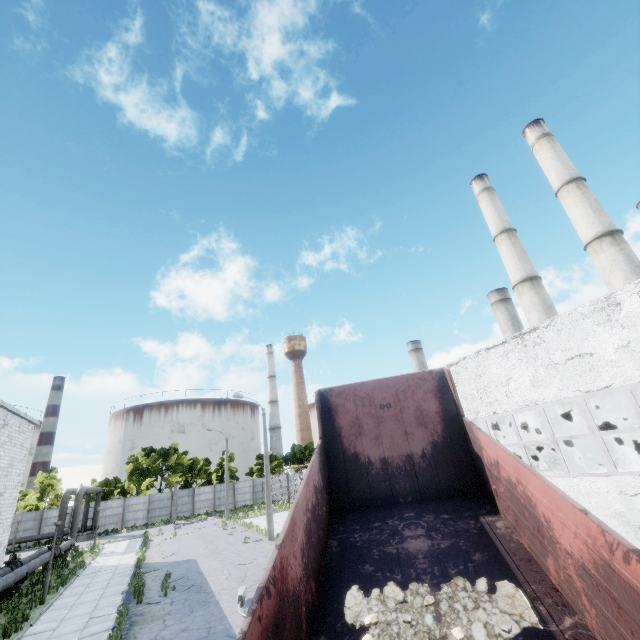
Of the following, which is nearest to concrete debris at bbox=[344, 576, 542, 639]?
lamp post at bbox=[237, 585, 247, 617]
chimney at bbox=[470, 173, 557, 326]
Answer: lamp post at bbox=[237, 585, 247, 617]

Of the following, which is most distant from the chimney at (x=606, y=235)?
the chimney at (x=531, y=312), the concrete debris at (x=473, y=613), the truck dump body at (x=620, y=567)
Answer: the concrete debris at (x=473, y=613)

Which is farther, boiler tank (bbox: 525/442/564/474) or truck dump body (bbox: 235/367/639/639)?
boiler tank (bbox: 525/442/564/474)

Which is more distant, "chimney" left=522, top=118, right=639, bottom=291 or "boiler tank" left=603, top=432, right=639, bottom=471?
"chimney" left=522, top=118, right=639, bottom=291

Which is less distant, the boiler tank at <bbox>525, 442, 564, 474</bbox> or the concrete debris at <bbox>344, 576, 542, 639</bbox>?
the concrete debris at <bbox>344, 576, 542, 639</bbox>

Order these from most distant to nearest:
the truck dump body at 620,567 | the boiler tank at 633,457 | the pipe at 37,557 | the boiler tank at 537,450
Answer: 1. the boiler tank at 537,450
2. the pipe at 37,557
3. the boiler tank at 633,457
4. the truck dump body at 620,567

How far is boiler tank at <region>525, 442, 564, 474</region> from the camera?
20.55m

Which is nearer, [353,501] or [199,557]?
[353,501]
